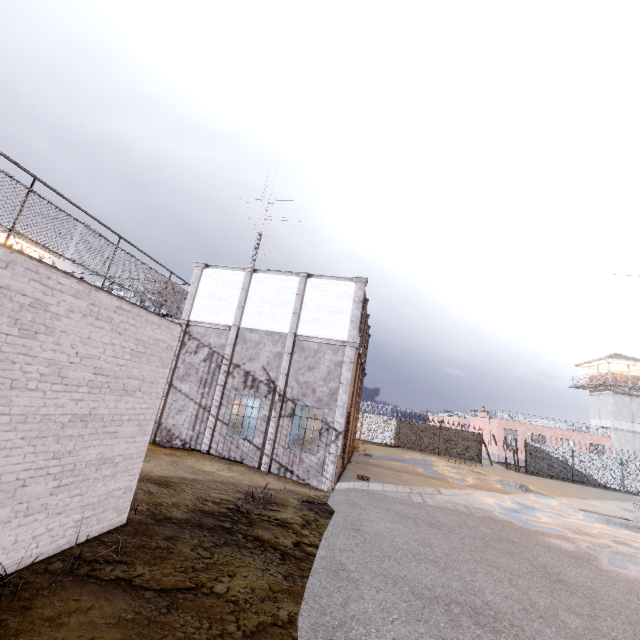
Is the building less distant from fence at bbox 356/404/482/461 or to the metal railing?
fence at bbox 356/404/482/461

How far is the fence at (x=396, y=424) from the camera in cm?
3209

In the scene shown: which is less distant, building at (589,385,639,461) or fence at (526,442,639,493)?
fence at (526,442,639,493)

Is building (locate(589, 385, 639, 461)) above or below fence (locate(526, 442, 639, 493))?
above

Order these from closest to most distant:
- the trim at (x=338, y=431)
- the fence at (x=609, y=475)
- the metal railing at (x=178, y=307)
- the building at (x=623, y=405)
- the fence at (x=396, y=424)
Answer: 1. the metal railing at (x=178, y=307)
2. the trim at (x=338, y=431)
3. the fence at (x=609, y=475)
4. the fence at (x=396, y=424)
5. the building at (x=623, y=405)

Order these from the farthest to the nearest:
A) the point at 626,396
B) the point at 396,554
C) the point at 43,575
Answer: the point at 626,396 < the point at 396,554 < the point at 43,575

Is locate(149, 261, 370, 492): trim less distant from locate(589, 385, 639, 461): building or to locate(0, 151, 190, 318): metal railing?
locate(0, 151, 190, 318): metal railing

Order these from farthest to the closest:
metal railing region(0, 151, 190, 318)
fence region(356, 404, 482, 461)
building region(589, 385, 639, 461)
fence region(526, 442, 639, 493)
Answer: building region(589, 385, 639, 461) < fence region(356, 404, 482, 461) < fence region(526, 442, 639, 493) < metal railing region(0, 151, 190, 318)
